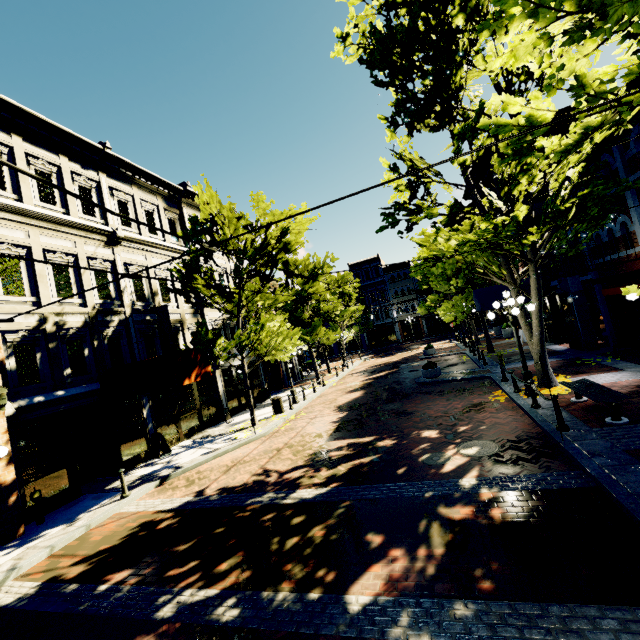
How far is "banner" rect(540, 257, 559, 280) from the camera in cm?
1622

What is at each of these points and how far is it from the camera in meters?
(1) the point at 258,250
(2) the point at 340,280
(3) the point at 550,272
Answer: (1) tree, 14.6
(2) tree, 35.6
(3) banner, 16.3

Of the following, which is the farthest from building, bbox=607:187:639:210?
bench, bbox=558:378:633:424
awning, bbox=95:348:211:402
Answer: bench, bbox=558:378:633:424

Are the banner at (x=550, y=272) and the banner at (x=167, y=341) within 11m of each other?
no

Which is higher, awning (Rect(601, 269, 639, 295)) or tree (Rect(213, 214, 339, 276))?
tree (Rect(213, 214, 339, 276))

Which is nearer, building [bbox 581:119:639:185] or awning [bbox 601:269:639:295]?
awning [bbox 601:269:639:295]

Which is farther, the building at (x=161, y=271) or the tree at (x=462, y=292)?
the building at (x=161, y=271)

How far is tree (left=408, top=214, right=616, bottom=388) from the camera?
10.09m
